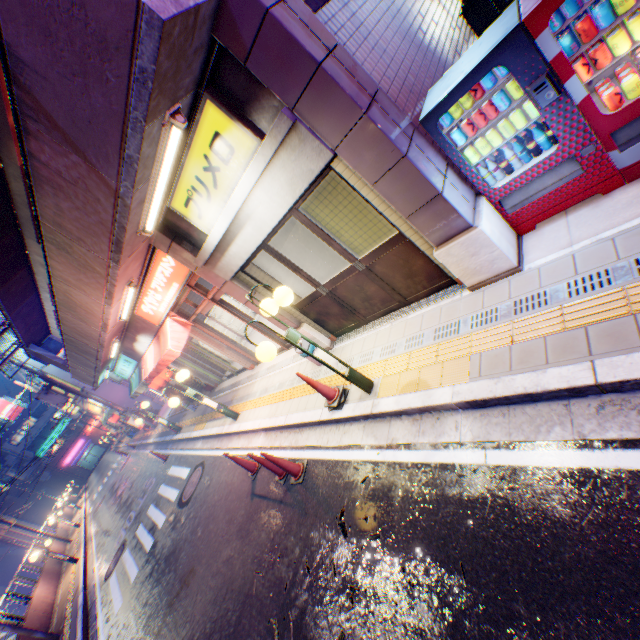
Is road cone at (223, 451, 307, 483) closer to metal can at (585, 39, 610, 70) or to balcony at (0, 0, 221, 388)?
balcony at (0, 0, 221, 388)

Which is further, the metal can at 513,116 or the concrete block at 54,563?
the concrete block at 54,563

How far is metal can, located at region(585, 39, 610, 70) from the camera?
2.8m

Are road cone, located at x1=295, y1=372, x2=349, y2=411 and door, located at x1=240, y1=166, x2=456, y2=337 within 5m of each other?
yes

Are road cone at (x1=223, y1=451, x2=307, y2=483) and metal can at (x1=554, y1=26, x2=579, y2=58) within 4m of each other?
no

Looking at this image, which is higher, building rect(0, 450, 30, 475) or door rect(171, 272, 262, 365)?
building rect(0, 450, 30, 475)

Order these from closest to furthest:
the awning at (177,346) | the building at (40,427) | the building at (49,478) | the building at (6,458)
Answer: the awning at (177,346)
the building at (6,458)
the building at (40,427)
the building at (49,478)

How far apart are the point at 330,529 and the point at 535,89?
5.59m
